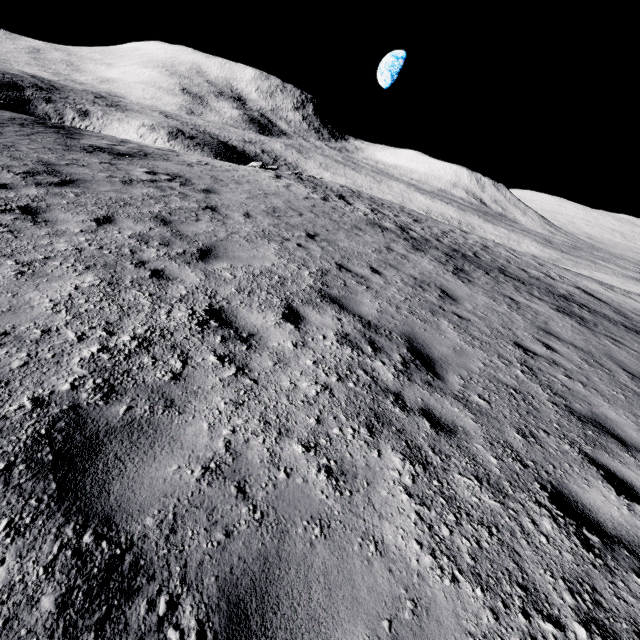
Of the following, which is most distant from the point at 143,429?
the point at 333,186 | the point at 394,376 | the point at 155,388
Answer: the point at 333,186
